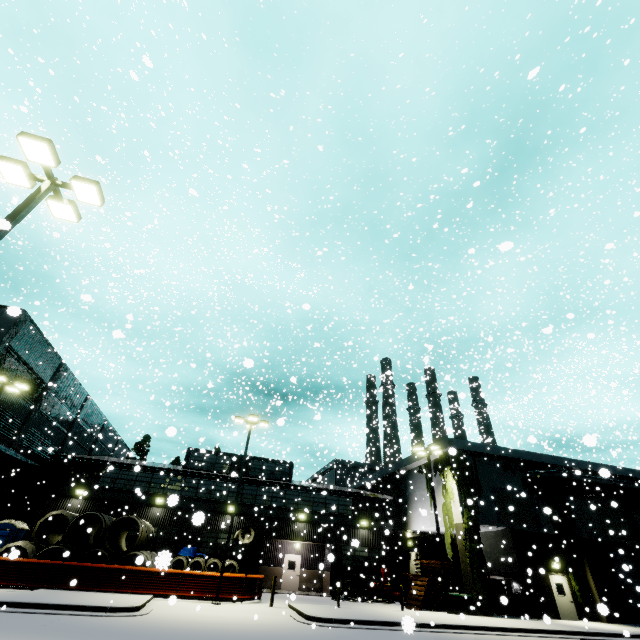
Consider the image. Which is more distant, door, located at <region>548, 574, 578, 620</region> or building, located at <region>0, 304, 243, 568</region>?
building, located at <region>0, 304, 243, 568</region>

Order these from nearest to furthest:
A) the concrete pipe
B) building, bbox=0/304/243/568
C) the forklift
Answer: the concrete pipe
building, bbox=0/304/243/568
the forklift

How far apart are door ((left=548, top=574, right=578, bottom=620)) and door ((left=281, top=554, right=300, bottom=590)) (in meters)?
18.98

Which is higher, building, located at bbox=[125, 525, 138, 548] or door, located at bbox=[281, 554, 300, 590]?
building, located at bbox=[125, 525, 138, 548]

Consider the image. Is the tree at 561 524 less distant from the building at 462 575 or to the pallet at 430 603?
the building at 462 575

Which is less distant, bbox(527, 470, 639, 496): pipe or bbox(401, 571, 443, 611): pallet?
bbox(401, 571, 443, 611): pallet

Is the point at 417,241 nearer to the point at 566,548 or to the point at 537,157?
the point at 537,157

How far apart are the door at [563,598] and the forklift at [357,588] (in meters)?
12.69
